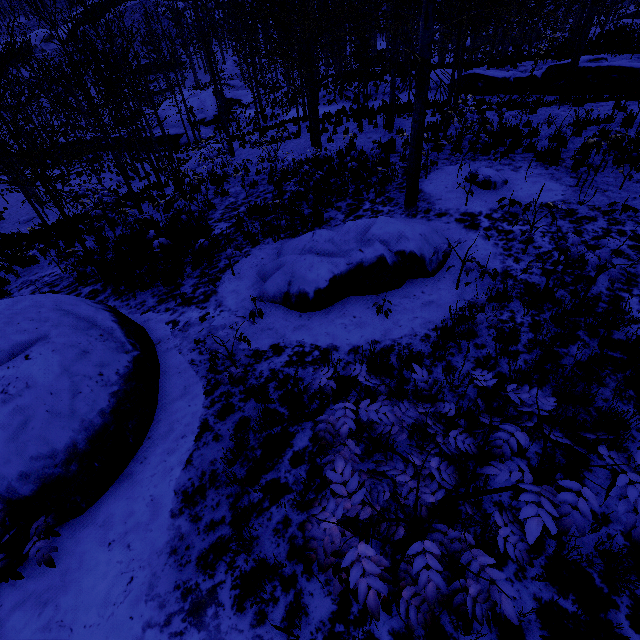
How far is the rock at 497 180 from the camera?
8.0 meters

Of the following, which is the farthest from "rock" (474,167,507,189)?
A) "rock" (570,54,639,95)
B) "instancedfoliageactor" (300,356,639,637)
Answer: "rock" (570,54,639,95)

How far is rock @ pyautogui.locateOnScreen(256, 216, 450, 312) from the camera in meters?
5.5 m

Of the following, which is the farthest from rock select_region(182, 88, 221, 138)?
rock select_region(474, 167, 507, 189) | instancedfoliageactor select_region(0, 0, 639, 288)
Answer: rock select_region(474, 167, 507, 189)

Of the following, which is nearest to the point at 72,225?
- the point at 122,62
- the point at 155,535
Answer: the point at 155,535

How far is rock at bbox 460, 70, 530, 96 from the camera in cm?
1744

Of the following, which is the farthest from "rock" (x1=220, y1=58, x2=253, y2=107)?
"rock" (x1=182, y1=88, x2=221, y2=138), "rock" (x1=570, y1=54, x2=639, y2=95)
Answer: "rock" (x1=570, y1=54, x2=639, y2=95)

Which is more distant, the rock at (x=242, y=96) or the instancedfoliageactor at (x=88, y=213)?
the rock at (x=242, y=96)
